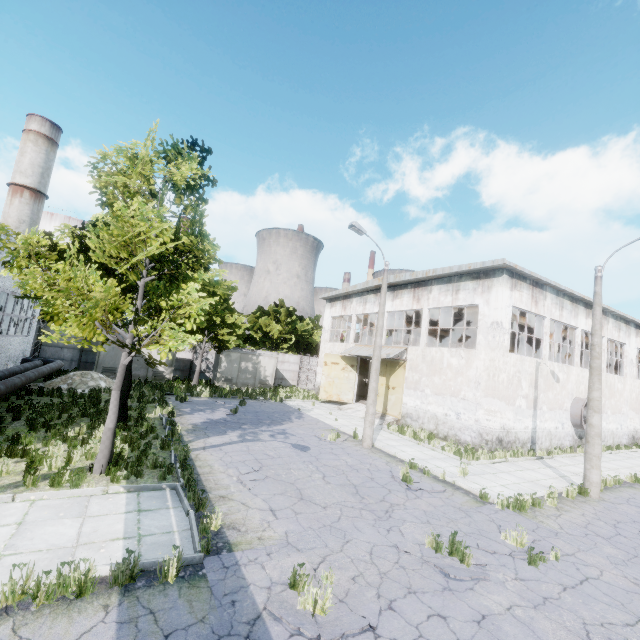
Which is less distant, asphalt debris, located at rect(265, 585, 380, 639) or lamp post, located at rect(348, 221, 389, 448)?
asphalt debris, located at rect(265, 585, 380, 639)

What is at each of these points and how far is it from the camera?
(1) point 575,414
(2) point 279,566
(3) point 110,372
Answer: (1) fan, 20.02m
(2) asphalt debris, 5.79m
(3) fuse box, 24.38m

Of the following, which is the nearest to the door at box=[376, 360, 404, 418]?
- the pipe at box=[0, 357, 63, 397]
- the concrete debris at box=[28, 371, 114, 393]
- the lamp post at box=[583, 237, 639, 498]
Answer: the lamp post at box=[583, 237, 639, 498]

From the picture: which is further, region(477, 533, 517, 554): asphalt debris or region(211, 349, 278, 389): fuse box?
region(211, 349, 278, 389): fuse box

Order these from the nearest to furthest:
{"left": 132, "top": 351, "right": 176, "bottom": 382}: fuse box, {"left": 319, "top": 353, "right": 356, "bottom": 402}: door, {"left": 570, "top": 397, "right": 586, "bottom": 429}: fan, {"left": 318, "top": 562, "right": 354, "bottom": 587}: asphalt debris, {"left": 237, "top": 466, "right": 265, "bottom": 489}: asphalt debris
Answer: {"left": 318, "top": 562, "right": 354, "bottom": 587}: asphalt debris, {"left": 237, "top": 466, "right": 265, "bottom": 489}: asphalt debris, {"left": 570, "top": 397, "right": 586, "bottom": 429}: fan, {"left": 132, "top": 351, "right": 176, "bottom": 382}: fuse box, {"left": 319, "top": 353, "right": 356, "bottom": 402}: door

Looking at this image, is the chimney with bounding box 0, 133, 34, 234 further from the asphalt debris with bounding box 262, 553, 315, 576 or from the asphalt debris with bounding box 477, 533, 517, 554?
the asphalt debris with bounding box 477, 533, 517, 554

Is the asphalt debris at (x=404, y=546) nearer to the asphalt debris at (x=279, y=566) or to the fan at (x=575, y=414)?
the asphalt debris at (x=279, y=566)

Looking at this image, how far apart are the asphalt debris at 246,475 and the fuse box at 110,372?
18.7 meters
